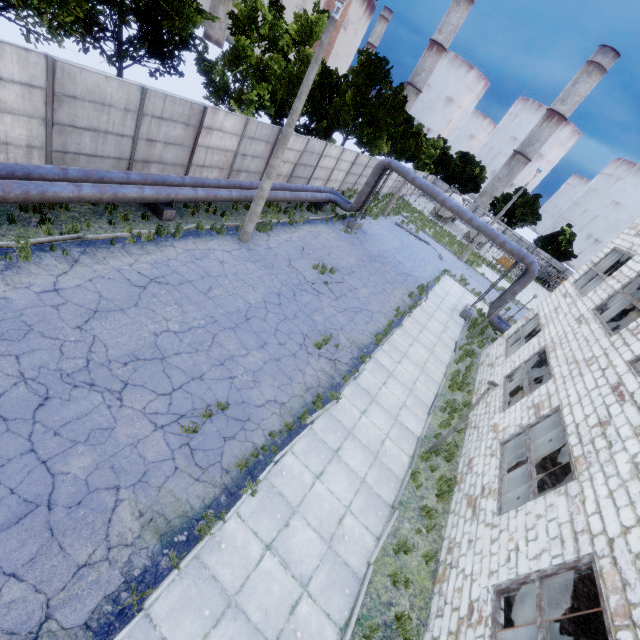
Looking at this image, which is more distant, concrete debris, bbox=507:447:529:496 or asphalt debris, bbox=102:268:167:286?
concrete debris, bbox=507:447:529:496

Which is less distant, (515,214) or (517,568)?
(517,568)

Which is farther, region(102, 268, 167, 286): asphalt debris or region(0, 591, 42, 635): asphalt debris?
region(102, 268, 167, 286): asphalt debris

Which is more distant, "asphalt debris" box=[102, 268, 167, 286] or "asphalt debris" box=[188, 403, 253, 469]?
"asphalt debris" box=[102, 268, 167, 286]

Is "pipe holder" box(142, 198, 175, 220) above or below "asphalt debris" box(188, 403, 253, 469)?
above

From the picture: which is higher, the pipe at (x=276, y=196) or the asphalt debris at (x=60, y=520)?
the pipe at (x=276, y=196)

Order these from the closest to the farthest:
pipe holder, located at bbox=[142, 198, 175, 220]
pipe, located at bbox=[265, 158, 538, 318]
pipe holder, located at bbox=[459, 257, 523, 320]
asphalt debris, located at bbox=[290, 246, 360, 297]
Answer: pipe holder, located at bbox=[142, 198, 175, 220], asphalt debris, located at bbox=[290, 246, 360, 297], pipe, located at bbox=[265, 158, 538, 318], pipe holder, located at bbox=[459, 257, 523, 320]

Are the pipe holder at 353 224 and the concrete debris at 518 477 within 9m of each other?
no
